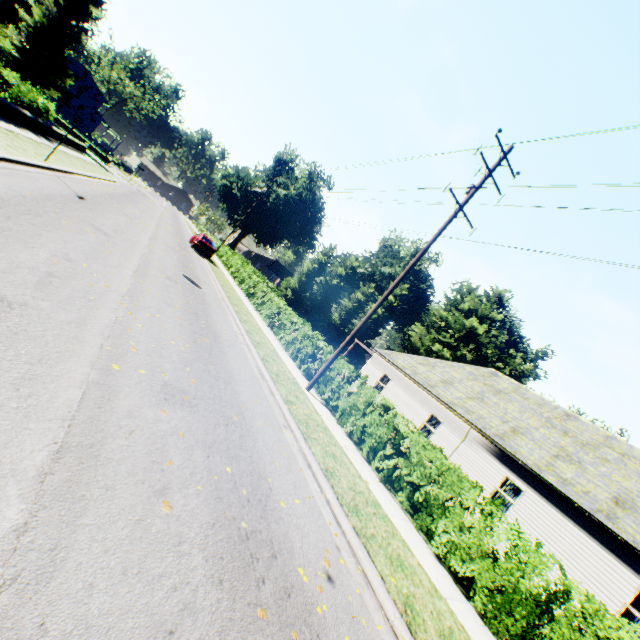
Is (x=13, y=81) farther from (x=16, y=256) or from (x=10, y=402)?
(x=10, y=402)

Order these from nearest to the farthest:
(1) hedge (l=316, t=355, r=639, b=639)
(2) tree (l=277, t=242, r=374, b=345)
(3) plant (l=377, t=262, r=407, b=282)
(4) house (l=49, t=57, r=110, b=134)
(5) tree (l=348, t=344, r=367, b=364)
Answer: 1. (1) hedge (l=316, t=355, r=639, b=639)
2. (2) tree (l=277, t=242, r=374, b=345)
3. (4) house (l=49, t=57, r=110, b=134)
4. (5) tree (l=348, t=344, r=367, b=364)
5. (3) plant (l=377, t=262, r=407, b=282)

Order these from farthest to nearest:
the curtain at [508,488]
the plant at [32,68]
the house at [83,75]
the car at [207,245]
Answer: the house at [83,75]
the plant at [32,68]
the car at [207,245]
the curtain at [508,488]

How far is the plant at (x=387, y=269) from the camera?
57.63m

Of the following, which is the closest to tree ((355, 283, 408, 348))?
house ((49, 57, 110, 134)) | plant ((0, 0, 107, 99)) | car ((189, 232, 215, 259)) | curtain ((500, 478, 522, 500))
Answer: plant ((0, 0, 107, 99))

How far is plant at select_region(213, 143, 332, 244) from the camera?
52.9 meters

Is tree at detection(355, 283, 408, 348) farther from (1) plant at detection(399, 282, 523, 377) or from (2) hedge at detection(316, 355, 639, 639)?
(1) plant at detection(399, 282, 523, 377)

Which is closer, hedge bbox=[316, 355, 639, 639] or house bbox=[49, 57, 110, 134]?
hedge bbox=[316, 355, 639, 639]
